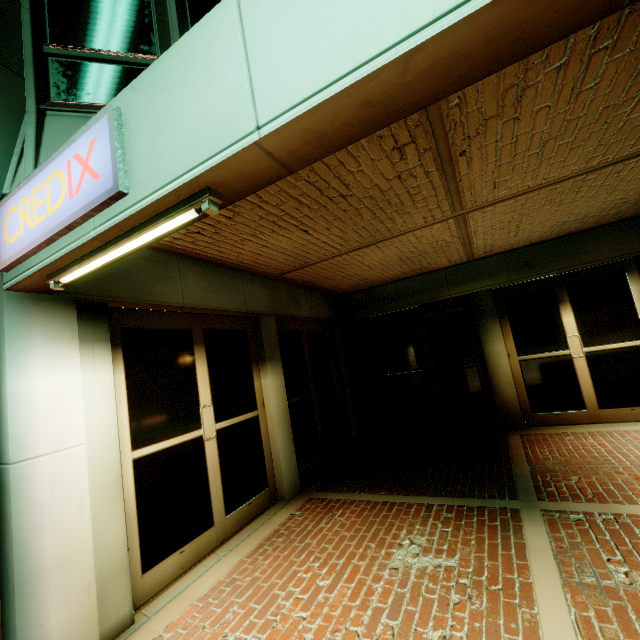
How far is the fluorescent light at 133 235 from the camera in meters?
1.7

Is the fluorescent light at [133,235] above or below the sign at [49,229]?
below

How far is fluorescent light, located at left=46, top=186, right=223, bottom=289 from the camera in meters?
1.7 m

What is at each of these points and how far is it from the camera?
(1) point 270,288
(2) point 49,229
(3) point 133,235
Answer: (1) building, 5.7 meters
(2) sign, 2.1 meters
(3) fluorescent light, 1.9 meters

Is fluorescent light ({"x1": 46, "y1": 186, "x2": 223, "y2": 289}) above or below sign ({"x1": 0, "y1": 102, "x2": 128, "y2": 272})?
below
